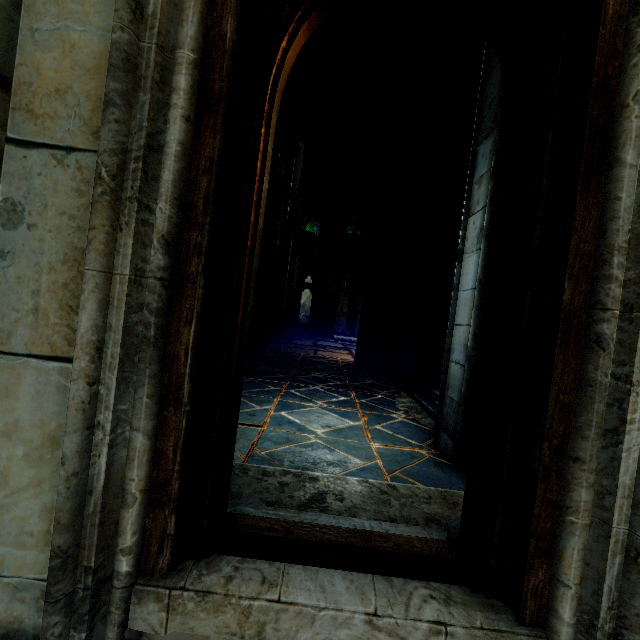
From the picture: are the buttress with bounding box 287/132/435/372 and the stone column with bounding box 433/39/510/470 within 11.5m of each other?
yes

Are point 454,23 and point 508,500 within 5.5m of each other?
no

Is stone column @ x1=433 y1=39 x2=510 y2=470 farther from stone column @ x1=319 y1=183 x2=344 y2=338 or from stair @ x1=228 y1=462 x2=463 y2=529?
stone column @ x1=319 y1=183 x2=344 y2=338

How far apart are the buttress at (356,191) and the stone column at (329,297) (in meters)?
8.49

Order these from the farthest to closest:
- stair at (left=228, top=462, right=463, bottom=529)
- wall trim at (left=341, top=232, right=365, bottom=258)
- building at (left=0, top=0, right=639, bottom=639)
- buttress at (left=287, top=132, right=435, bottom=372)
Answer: wall trim at (left=341, top=232, right=365, bottom=258), buttress at (left=287, top=132, right=435, bottom=372), stair at (left=228, top=462, right=463, bottom=529), building at (left=0, top=0, right=639, bottom=639)

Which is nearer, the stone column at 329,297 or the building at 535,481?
the building at 535,481

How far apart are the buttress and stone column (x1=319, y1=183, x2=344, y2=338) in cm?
849

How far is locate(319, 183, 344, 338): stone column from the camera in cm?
1786
